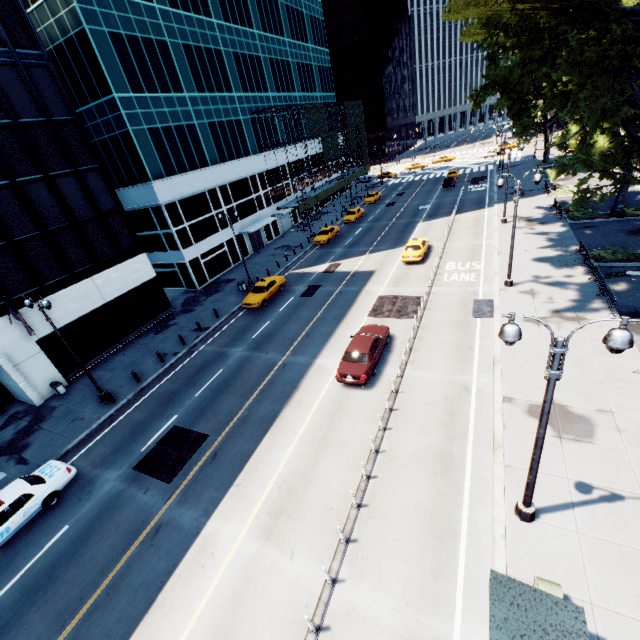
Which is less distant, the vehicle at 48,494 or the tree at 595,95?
the vehicle at 48,494

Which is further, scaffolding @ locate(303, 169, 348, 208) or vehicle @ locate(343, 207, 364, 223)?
scaffolding @ locate(303, 169, 348, 208)

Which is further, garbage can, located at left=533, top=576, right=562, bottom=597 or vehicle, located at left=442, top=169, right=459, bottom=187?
vehicle, located at left=442, top=169, right=459, bottom=187

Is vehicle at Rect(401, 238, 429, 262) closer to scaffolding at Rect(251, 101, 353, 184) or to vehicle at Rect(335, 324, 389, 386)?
vehicle at Rect(335, 324, 389, 386)

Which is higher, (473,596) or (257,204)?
(257,204)

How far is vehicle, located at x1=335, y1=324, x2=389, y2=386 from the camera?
16.5m

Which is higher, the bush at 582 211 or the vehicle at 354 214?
the vehicle at 354 214

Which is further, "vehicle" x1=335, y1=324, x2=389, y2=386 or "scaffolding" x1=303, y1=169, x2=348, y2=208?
"scaffolding" x1=303, y1=169, x2=348, y2=208
